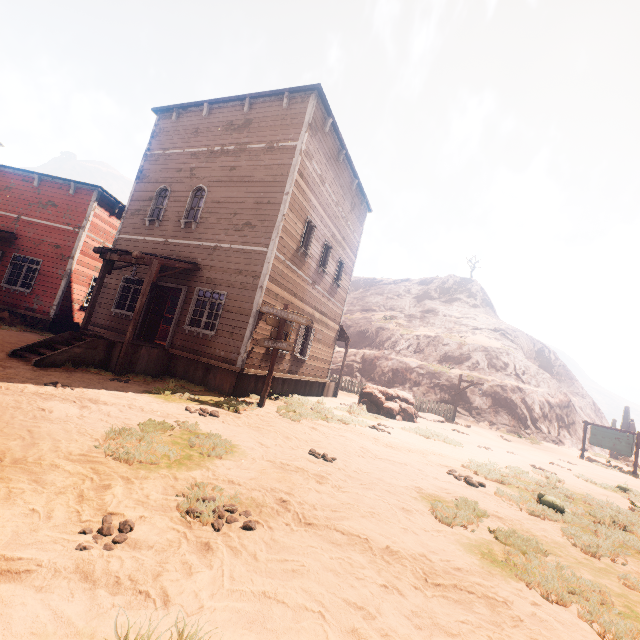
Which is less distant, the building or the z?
the z

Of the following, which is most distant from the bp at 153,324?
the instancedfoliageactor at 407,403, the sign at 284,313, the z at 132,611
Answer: the instancedfoliageactor at 407,403

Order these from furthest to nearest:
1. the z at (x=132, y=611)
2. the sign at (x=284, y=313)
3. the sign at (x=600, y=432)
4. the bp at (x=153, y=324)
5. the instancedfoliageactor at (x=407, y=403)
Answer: the sign at (x=600, y=432) < the instancedfoliageactor at (x=407, y=403) < the bp at (x=153, y=324) < the sign at (x=284, y=313) < the z at (x=132, y=611)

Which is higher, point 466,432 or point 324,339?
point 324,339

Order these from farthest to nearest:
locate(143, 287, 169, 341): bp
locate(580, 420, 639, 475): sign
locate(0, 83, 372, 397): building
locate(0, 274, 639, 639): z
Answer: locate(580, 420, 639, 475): sign → locate(143, 287, 169, 341): bp → locate(0, 83, 372, 397): building → locate(0, 274, 639, 639): z

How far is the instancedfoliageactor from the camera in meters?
15.0

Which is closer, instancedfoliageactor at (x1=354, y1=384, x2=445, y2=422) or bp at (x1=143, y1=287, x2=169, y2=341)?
bp at (x1=143, y1=287, x2=169, y2=341)

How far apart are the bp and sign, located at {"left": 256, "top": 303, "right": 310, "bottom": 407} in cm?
512
